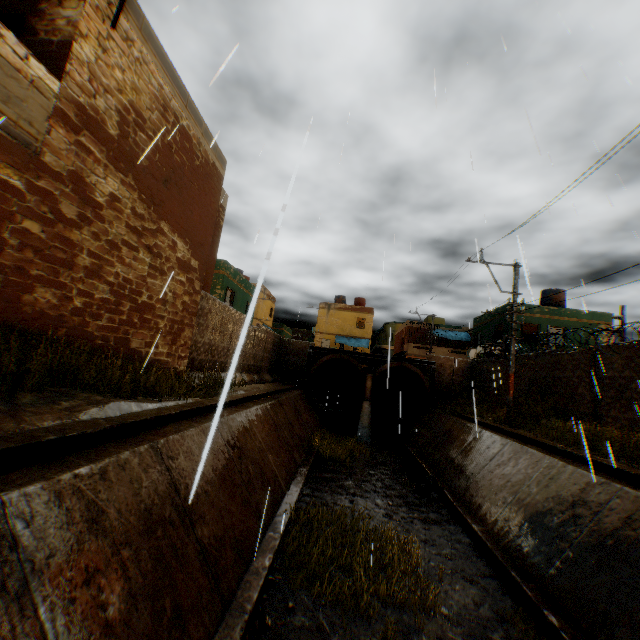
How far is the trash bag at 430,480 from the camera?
11.2m

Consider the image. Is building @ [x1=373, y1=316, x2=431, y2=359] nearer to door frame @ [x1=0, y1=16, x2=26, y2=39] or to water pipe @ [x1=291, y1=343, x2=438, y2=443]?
door frame @ [x1=0, y1=16, x2=26, y2=39]

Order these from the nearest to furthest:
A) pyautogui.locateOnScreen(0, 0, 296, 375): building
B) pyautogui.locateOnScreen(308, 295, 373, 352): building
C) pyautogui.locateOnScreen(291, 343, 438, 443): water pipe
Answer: pyautogui.locateOnScreen(0, 0, 296, 375): building
pyautogui.locateOnScreen(291, 343, 438, 443): water pipe
pyautogui.locateOnScreen(308, 295, 373, 352): building

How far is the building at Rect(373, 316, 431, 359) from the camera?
34.50m

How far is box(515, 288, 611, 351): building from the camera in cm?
2294

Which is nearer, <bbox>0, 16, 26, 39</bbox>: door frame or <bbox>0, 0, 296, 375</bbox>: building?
<bbox>0, 0, 296, 375</bbox>: building

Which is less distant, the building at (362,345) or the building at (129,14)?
the building at (129,14)

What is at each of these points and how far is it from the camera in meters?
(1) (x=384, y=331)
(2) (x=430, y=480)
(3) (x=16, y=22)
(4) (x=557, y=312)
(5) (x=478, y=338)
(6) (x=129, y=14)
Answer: (1) building, 56.3
(2) trash bag, 11.3
(3) door frame, 5.6
(4) building, 23.3
(5) building, 29.3
(6) building, 6.5
